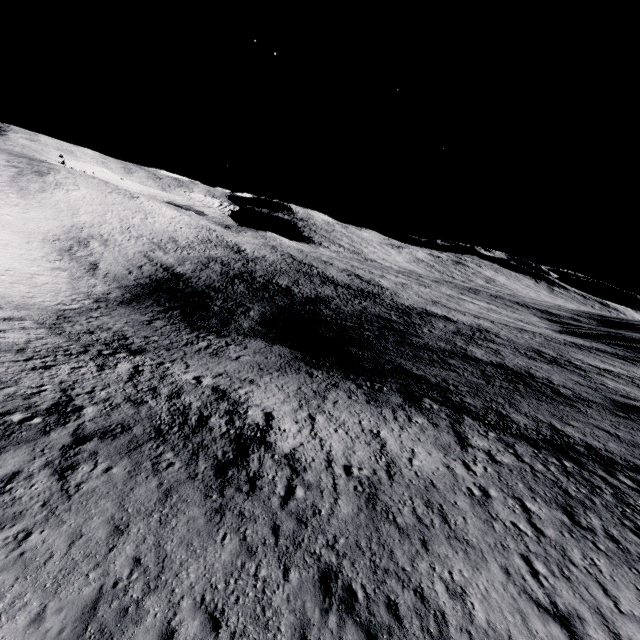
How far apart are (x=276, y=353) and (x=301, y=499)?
24.8 meters
